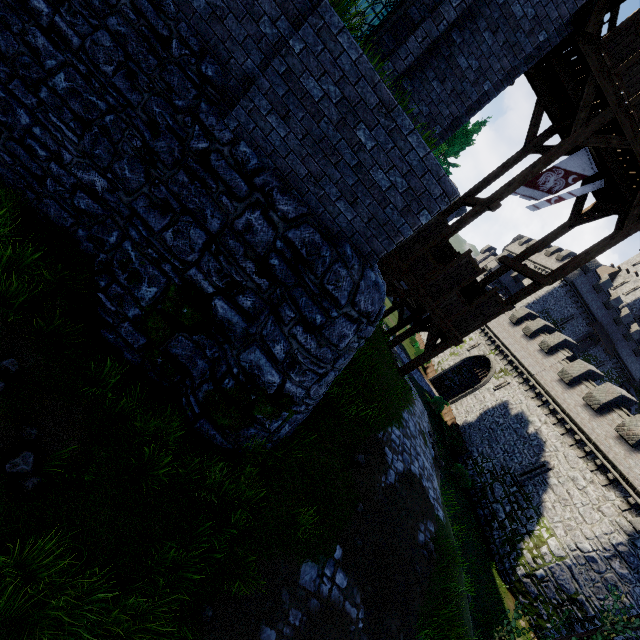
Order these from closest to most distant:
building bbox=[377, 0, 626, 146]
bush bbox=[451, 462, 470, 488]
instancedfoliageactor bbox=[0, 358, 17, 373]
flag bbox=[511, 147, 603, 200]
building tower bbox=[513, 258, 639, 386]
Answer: instancedfoliageactor bbox=[0, 358, 17, 373]
building bbox=[377, 0, 626, 146]
flag bbox=[511, 147, 603, 200]
bush bbox=[451, 462, 470, 488]
building tower bbox=[513, 258, 639, 386]

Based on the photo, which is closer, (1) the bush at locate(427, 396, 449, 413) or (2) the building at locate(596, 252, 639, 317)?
(1) the bush at locate(427, 396, 449, 413)

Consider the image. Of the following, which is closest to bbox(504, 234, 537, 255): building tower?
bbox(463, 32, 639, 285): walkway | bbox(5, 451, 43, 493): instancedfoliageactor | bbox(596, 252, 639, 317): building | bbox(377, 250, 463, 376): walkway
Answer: bbox(596, 252, 639, 317): building

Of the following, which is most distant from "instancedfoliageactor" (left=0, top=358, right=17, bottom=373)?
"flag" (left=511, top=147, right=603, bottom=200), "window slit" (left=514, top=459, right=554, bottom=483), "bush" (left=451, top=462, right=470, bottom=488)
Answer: "window slit" (left=514, top=459, right=554, bottom=483)

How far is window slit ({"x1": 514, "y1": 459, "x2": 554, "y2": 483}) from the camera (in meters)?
20.59

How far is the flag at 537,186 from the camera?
12.22m

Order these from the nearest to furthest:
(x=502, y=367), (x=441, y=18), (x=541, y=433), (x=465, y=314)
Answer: (x=441, y=18) < (x=465, y=314) < (x=541, y=433) < (x=502, y=367)

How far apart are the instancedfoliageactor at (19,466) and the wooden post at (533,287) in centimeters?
1294cm
